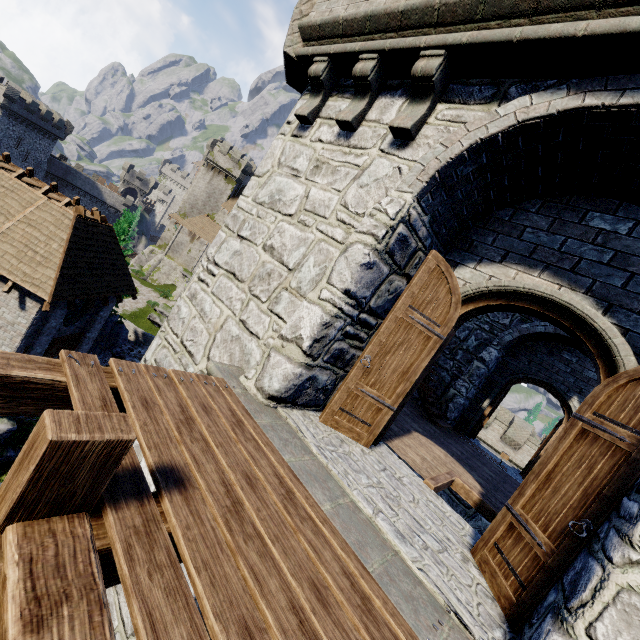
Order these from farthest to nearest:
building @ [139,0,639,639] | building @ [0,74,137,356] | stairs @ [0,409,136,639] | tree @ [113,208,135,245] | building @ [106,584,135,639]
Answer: tree @ [113,208,135,245]
building @ [0,74,137,356]
building @ [106,584,135,639]
building @ [139,0,639,639]
stairs @ [0,409,136,639]

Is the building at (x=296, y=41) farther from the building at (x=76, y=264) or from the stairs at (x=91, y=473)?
the building at (x=76, y=264)

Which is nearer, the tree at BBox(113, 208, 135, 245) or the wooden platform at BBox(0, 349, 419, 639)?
the wooden platform at BBox(0, 349, 419, 639)

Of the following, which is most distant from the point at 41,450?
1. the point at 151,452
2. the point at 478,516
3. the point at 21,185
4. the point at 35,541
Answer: the point at 21,185

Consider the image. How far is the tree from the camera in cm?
2141

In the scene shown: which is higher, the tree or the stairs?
the stairs

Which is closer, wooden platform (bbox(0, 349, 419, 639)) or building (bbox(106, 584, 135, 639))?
wooden platform (bbox(0, 349, 419, 639))

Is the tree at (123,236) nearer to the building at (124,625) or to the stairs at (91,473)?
the building at (124,625)
